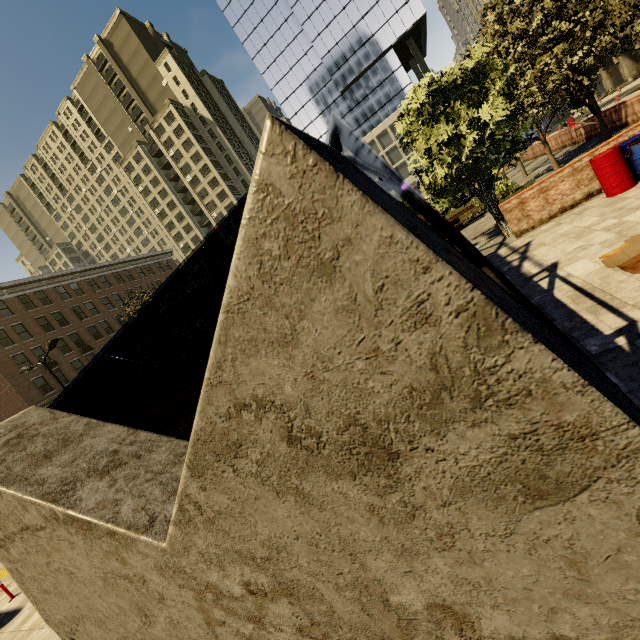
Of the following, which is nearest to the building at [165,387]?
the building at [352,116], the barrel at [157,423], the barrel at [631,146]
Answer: the building at [352,116]

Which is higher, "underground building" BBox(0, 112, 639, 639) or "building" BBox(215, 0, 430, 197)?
"building" BBox(215, 0, 430, 197)

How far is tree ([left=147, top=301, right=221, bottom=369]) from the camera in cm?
1513

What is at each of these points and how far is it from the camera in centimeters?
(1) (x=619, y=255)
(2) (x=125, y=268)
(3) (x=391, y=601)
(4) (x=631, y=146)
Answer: (1) cardboard, 570cm
(2) building, 4794cm
(3) underground building, 161cm
(4) barrel, 789cm

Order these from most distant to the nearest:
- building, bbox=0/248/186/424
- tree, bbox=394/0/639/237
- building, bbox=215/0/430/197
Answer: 1. building, bbox=215/0/430/197
2. building, bbox=0/248/186/424
3. tree, bbox=394/0/639/237

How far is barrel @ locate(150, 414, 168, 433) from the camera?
17.89m

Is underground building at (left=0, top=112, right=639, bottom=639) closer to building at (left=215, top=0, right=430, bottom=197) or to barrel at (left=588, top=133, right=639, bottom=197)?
barrel at (left=588, top=133, right=639, bottom=197)

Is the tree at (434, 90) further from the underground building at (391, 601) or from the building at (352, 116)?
the building at (352, 116)
